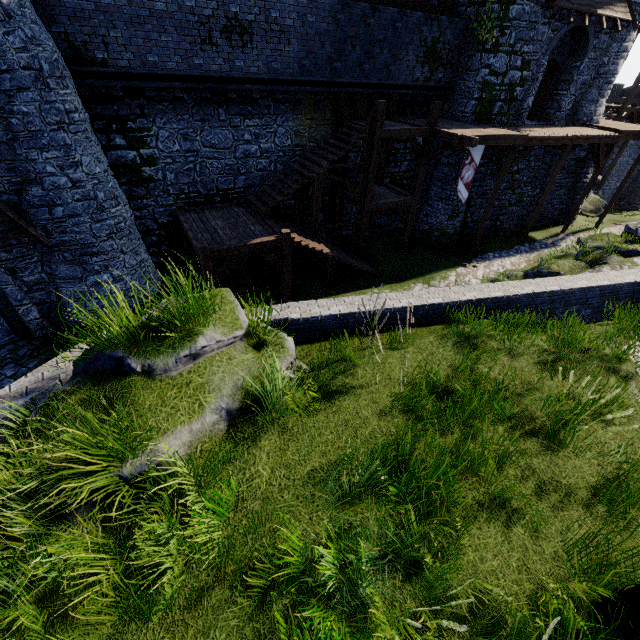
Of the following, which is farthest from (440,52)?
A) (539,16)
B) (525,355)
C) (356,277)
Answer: (525,355)

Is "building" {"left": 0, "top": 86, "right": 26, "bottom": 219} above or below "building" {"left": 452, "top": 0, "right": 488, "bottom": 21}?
below

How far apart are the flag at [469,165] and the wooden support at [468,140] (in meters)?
0.76

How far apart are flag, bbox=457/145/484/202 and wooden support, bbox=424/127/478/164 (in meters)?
0.76

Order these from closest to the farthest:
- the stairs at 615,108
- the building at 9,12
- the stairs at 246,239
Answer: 1. the building at 9,12
2. the stairs at 246,239
3. the stairs at 615,108

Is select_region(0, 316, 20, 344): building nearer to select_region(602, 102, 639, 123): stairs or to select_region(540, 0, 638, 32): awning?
select_region(540, 0, 638, 32): awning

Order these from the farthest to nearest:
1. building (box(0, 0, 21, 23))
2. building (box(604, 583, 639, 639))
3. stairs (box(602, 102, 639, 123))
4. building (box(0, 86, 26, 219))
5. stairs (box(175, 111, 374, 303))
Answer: stairs (box(602, 102, 639, 123)) < stairs (box(175, 111, 374, 303)) < building (box(0, 86, 26, 219)) < building (box(0, 0, 21, 23)) < building (box(604, 583, 639, 639))

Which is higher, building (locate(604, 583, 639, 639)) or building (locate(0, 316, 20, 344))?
building (locate(604, 583, 639, 639))
